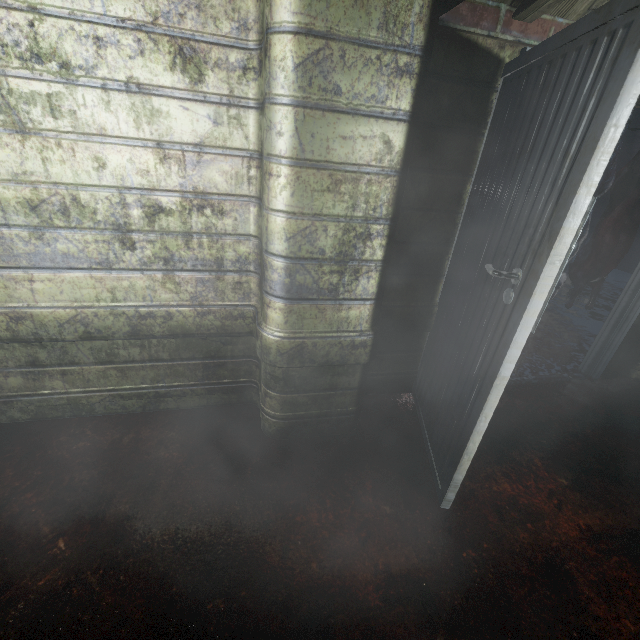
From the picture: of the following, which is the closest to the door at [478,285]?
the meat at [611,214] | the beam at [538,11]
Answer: the beam at [538,11]

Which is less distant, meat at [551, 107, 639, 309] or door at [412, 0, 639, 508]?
door at [412, 0, 639, 508]

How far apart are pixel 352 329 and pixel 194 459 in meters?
1.1 m

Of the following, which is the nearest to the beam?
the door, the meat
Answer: the door

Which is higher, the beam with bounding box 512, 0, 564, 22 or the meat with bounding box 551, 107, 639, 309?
the beam with bounding box 512, 0, 564, 22

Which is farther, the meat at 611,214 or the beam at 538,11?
the meat at 611,214

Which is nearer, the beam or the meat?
the beam
